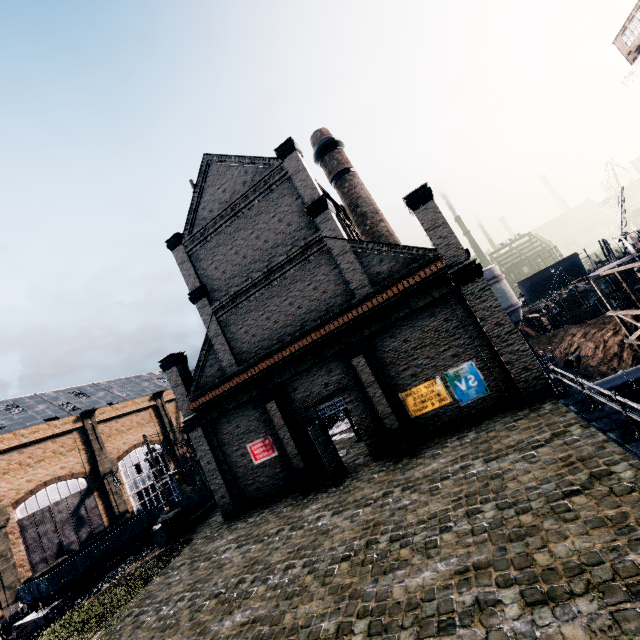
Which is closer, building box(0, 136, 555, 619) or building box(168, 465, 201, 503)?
building box(0, 136, 555, 619)

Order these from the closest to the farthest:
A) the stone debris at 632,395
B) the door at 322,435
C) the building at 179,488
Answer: the door at 322,435 → the stone debris at 632,395 → the building at 179,488

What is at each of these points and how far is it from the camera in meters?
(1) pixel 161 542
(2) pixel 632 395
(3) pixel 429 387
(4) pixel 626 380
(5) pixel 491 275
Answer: (1) rail car container, 24.9 m
(2) stone debris, 31.6 m
(3) building, 16.4 m
(4) pipe, 30.3 m
(5) silo, 34.1 m

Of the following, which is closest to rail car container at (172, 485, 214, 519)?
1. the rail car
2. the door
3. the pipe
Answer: the rail car

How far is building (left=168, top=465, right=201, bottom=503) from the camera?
51.4m

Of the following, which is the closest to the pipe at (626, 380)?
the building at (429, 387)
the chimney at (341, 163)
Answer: the building at (429, 387)

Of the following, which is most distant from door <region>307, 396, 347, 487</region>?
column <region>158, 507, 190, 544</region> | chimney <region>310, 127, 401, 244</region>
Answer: column <region>158, 507, 190, 544</region>

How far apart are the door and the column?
12.6m
